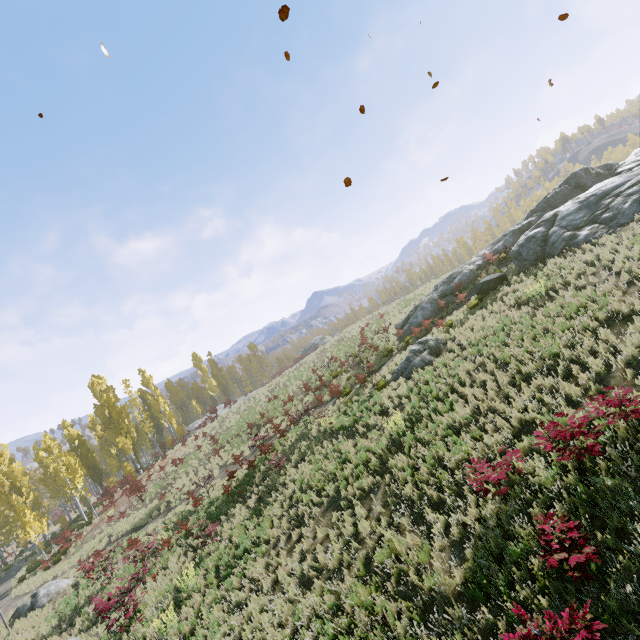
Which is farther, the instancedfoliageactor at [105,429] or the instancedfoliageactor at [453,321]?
the instancedfoliageactor at [105,429]

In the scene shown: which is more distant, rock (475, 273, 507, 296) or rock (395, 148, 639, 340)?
rock (475, 273, 507, 296)

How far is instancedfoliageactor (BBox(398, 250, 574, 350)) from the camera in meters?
14.4 m

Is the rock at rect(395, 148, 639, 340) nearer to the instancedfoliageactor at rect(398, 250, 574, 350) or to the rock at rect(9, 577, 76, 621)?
the instancedfoliageactor at rect(398, 250, 574, 350)

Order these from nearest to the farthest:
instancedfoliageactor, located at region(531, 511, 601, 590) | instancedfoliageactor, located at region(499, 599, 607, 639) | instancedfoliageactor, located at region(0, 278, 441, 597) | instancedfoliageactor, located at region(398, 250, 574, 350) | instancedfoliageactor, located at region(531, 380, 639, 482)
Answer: instancedfoliageactor, located at region(499, 599, 607, 639), instancedfoliageactor, located at region(531, 511, 601, 590), instancedfoliageactor, located at region(531, 380, 639, 482), instancedfoliageactor, located at region(398, 250, 574, 350), instancedfoliageactor, located at region(0, 278, 441, 597)

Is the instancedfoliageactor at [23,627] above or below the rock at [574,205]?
below

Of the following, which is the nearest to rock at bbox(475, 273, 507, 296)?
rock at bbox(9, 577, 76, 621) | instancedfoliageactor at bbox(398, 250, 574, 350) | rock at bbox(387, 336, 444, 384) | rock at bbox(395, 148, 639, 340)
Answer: rock at bbox(395, 148, 639, 340)

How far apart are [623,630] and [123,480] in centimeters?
3550cm
